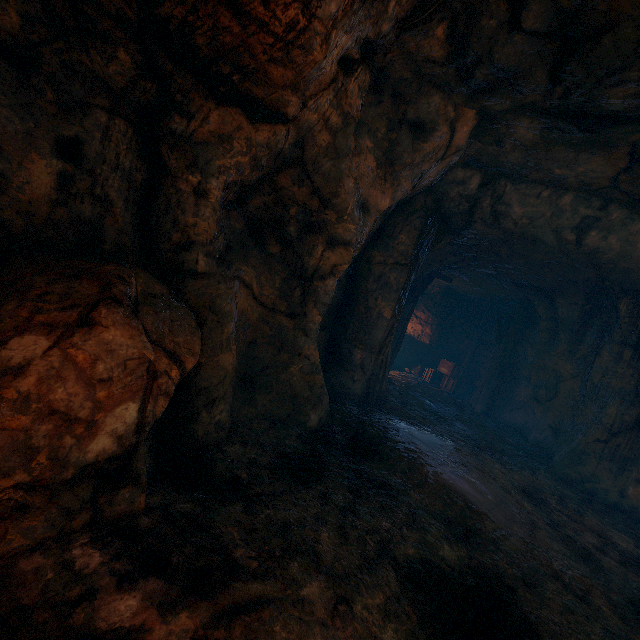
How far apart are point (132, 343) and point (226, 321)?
1.5 meters

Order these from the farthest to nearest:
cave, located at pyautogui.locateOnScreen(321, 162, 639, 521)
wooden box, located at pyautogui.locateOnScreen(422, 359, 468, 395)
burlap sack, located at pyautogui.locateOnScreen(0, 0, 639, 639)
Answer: A: wooden box, located at pyautogui.locateOnScreen(422, 359, 468, 395), cave, located at pyautogui.locateOnScreen(321, 162, 639, 521), burlap sack, located at pyautogui.locateOnScreen(0, 0, 639, 639)

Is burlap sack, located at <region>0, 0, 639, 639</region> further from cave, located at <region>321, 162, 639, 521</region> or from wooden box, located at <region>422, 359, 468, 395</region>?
wooden box, located at <region>422, 359, 468, 395</region>

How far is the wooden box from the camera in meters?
14.0 m

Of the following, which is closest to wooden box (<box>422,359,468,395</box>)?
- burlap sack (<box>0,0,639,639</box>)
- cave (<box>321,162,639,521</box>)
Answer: cave (<box>321,162,639,521</box>)

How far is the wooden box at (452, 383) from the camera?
13.96m

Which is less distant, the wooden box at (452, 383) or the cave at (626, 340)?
the cave at (626, 340)

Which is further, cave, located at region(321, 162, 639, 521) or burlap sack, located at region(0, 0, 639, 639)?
cave, located at region(321, 162, 639, 521)
